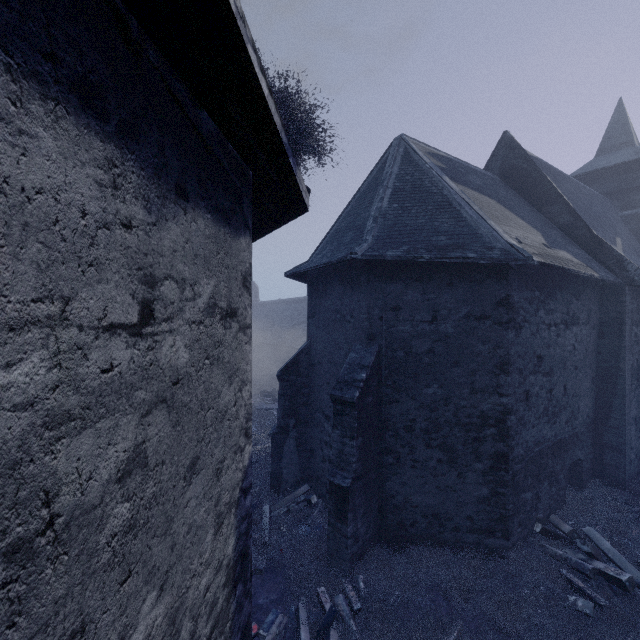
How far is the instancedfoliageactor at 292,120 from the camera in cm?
234

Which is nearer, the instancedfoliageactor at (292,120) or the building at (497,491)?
the building at (497,491)

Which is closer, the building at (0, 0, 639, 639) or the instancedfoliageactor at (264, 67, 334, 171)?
the building at (0, 0, 639, 639)

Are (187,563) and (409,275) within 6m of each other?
no

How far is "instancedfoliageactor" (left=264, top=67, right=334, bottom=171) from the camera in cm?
234
